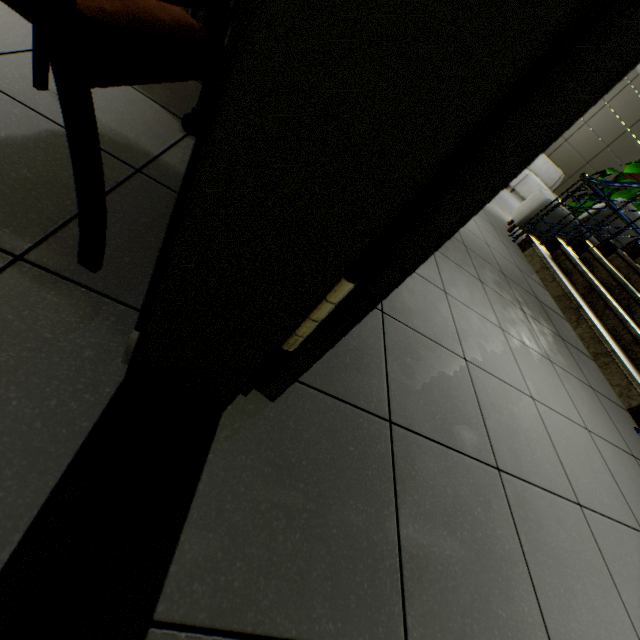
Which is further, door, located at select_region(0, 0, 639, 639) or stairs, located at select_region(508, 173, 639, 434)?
stairs, located at select_region(508, 173, 639, 434)

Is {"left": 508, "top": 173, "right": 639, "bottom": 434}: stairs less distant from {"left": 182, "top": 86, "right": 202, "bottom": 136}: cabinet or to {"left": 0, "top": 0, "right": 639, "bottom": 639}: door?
{"left": 0, "top": 0, "right": 639, "bottom": 639}: door

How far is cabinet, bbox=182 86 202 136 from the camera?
1.2 meters

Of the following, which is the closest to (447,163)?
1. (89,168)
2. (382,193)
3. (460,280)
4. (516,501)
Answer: (382,193)

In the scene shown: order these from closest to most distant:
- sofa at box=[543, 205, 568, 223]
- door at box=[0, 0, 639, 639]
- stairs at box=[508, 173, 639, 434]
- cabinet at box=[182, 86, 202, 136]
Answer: door at box=[0, 0, 639, 639]
cabinet at box=[182, 86, 202, 136]
stairs at box=[508, 173, 639, 434]
sofa at box=[543, 205, 568, 223]

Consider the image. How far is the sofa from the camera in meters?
4.2 m

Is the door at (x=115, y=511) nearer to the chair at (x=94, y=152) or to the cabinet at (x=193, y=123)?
the chair at (x=94, y=152)

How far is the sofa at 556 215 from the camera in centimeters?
416cm
